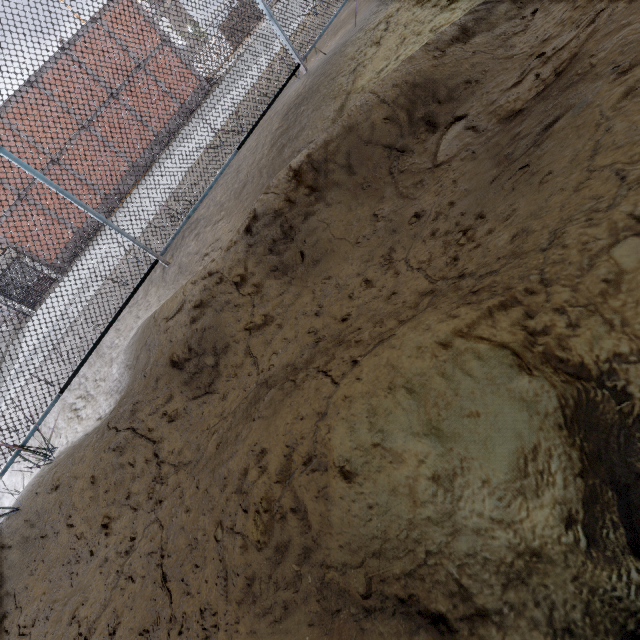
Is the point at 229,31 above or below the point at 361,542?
above
